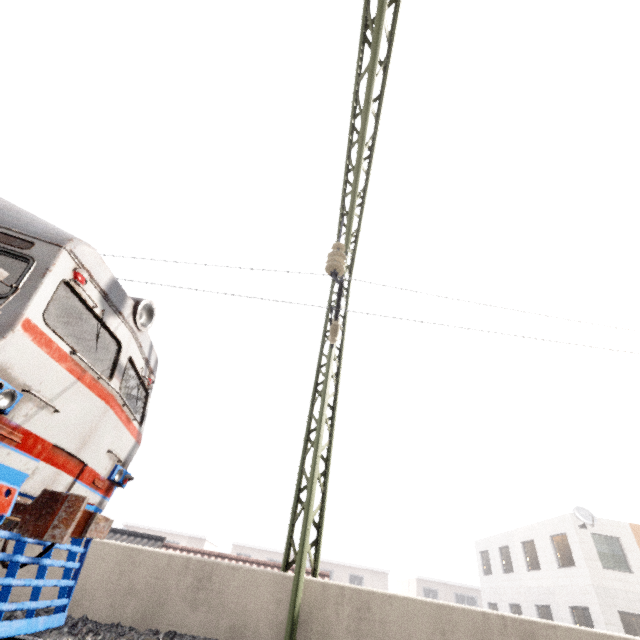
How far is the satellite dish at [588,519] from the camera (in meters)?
16.05

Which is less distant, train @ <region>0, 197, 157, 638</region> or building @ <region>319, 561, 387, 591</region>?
train @ <region>0, 197, 157, 638</region>

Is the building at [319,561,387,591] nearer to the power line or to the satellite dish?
the satellite dish

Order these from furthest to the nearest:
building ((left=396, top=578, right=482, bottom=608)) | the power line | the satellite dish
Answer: building ((left=396, top=578, right=482, bottom=608)) → the satellite dish → the power line

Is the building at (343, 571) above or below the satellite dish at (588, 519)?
below

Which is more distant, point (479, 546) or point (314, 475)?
point (479, 546)

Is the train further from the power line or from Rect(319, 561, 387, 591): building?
Rect(319, 561, 387, 591): building
